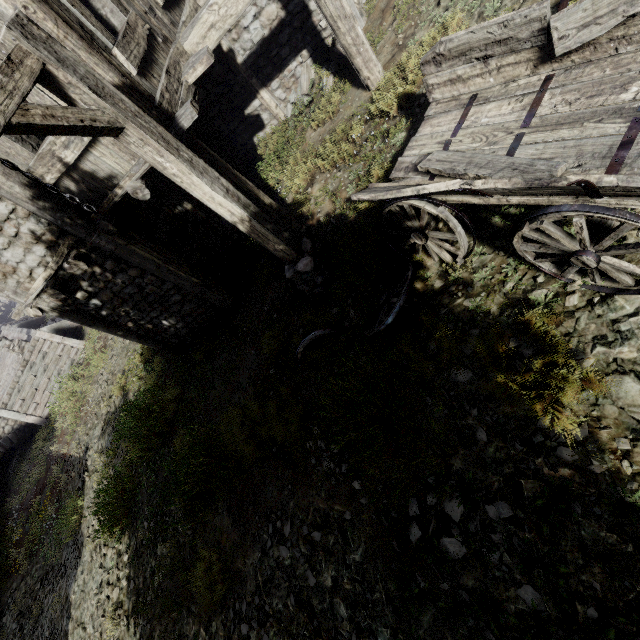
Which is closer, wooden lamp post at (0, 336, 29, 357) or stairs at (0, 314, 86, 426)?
stairs at (0, 314, 86, 426)

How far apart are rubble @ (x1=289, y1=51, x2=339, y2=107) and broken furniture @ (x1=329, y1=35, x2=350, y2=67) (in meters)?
0.06

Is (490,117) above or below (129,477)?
above

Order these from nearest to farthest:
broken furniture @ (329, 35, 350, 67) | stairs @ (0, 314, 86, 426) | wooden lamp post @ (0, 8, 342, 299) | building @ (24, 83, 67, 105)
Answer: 1. wooden lamp post @ (0, 8, 342, 299)
2. building @ (24, 83, 67, 105)
3. broken furniture @ (329, 35, 350, 67)
4. stairs @ (0, 314, 86, 426)

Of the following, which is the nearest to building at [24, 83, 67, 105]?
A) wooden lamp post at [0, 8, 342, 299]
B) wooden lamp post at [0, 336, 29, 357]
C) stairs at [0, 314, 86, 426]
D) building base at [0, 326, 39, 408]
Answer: wooden lamp post at [0, 8, 342, 299]

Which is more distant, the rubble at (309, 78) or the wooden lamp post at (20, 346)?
the wooden lamp post at (20, 346)

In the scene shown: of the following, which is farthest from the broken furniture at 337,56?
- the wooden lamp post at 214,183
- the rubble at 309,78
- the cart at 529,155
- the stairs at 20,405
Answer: the stairs at 20,405

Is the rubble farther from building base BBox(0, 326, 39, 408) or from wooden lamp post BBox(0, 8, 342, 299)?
building base BBox(0, 326, 39, 408)
